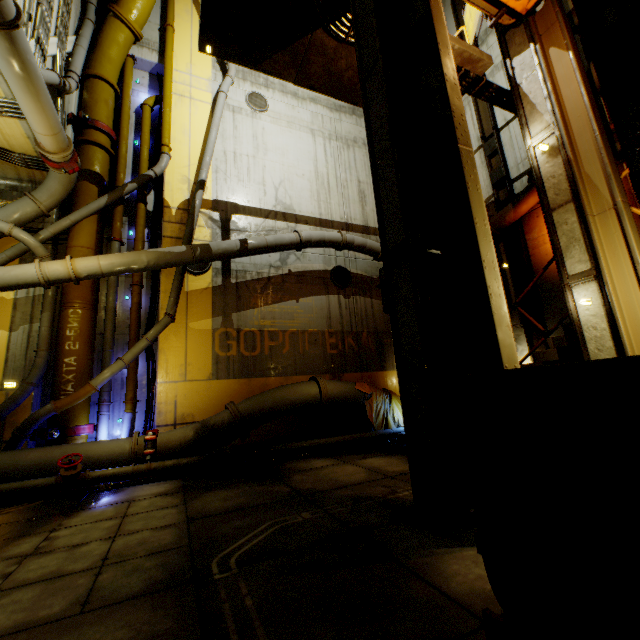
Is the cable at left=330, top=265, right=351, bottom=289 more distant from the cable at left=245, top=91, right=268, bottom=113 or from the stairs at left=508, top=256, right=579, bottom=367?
the cable at left=245, top=91, right=268, bottom=113

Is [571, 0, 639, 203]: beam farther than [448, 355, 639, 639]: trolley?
Yes

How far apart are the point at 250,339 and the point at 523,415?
8.5m

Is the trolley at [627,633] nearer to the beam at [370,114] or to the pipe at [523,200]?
the beam at [370,114]

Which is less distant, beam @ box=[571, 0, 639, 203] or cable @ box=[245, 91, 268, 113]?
beam @ box=[571, 0, 639, 203]

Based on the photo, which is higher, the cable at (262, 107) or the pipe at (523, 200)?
the cable at (262, 107)

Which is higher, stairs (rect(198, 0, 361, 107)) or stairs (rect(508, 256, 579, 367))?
stairs (rect(198, 0, 361, 107))

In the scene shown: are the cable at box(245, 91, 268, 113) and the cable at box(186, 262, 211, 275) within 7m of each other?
yes
